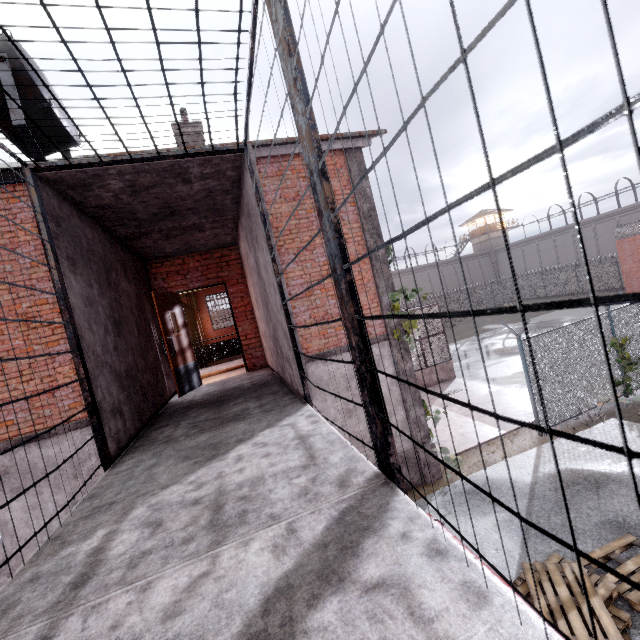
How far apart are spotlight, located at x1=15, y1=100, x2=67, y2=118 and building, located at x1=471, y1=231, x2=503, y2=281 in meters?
59.1

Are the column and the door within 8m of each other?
yes

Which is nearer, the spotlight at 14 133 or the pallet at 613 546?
the spotlight at 14 133

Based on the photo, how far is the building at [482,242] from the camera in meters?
53.2

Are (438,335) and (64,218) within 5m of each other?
no

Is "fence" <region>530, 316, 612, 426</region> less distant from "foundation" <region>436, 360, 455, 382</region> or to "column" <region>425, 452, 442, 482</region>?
"column" <region>425, 452, 442, 482</region>

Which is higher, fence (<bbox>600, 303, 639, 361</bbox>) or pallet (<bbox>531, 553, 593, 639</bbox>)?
fence (<bbox>600, 303, 639, 361</bbox>)

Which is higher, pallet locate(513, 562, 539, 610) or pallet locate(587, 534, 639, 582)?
pallet locate(513, 562, 539, 610)
